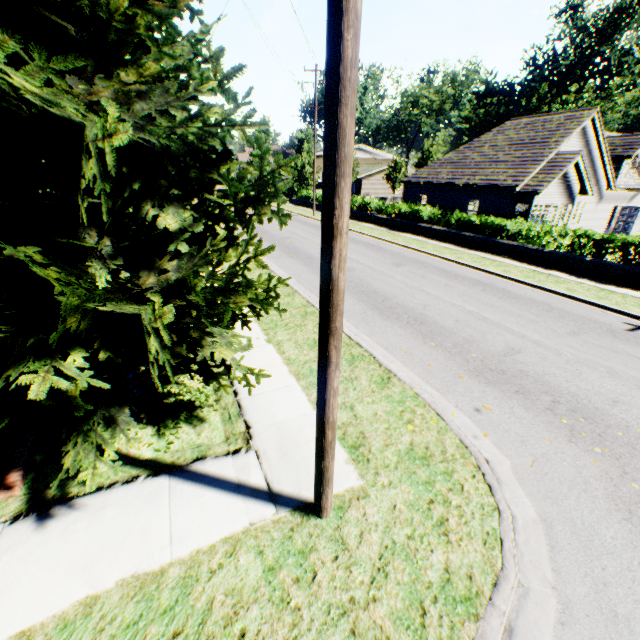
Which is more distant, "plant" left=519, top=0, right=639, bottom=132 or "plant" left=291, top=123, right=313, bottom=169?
"plant" left=519, top=0, right=639, bottom=132

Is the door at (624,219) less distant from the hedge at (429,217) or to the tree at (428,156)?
the hedge at (429,217)

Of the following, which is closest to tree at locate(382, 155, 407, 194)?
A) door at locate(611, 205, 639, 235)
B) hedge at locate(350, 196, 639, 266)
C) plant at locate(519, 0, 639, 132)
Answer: plant at locate(519, 0, 639, 132)

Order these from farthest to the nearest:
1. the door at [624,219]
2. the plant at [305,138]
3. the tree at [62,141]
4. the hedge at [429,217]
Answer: the plant at [305,138] < the door at [624,219] < the hedge at [429,217] < the tree at [62,141]

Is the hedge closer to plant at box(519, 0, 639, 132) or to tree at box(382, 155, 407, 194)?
tree at box(382, 155, 407, 194)

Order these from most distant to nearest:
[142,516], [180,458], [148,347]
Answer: [180,458] < [142,516] < [148,347]

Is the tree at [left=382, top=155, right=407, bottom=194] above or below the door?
above

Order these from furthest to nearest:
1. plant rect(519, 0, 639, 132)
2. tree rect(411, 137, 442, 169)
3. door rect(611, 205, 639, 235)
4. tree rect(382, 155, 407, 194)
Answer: plant rect(519, 0, 639, 132), tree rect(411, 137, 442, 169), tree rect(382, 155, 407, 194), door rect(611, 205, 639, 235)
